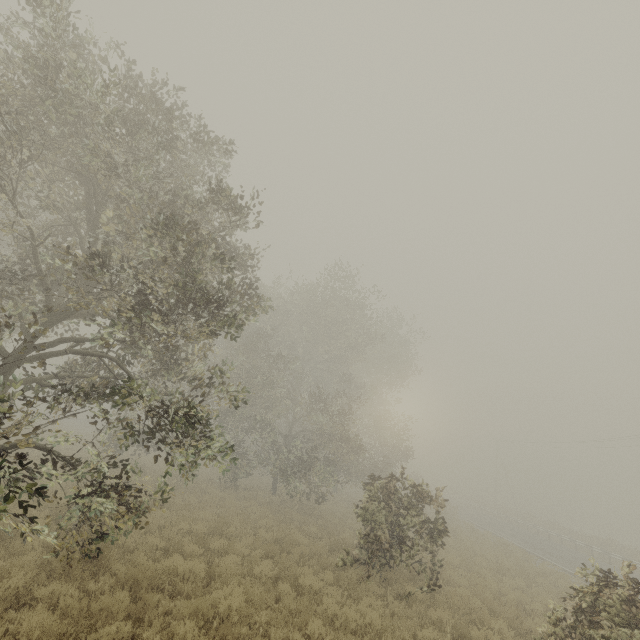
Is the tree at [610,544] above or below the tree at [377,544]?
below

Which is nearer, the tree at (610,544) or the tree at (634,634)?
the tree at (634,634)

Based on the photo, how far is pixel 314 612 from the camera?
7.1 meters

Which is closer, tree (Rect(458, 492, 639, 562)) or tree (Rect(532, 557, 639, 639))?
tree (Rect(532, 557, 639, 639))

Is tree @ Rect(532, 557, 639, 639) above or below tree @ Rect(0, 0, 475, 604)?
below

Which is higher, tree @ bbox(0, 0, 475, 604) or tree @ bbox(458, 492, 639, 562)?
tree @ bbox(0, 0, 475, 604)
